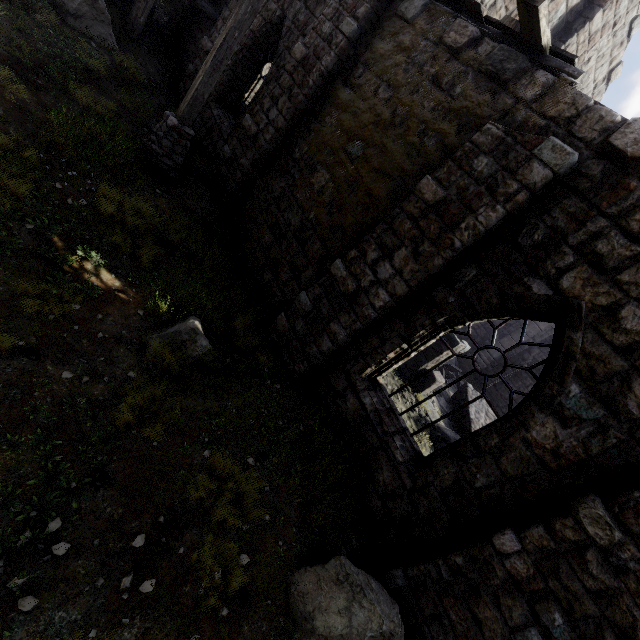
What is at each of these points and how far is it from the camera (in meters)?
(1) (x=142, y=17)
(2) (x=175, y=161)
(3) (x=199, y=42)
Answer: (1) building, 10.17
(2) wooden lamp post, 7.52
(3) building, 11.50

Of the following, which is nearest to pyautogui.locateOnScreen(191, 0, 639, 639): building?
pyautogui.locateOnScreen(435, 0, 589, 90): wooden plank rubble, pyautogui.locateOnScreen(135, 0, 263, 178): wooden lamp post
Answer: pyautogui.locateOnScreen(435, 0, 589, 90): wooden plank rubble

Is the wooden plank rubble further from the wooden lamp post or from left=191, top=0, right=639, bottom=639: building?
the wooden lamp post

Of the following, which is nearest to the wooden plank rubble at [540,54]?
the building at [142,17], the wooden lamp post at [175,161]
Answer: the building at [142,17]

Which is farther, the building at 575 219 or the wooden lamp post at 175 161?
the wooden lamp post at 175 161

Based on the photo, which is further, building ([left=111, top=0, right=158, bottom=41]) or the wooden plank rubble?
building ([left=111, top=0, right=158, bottom=41])
